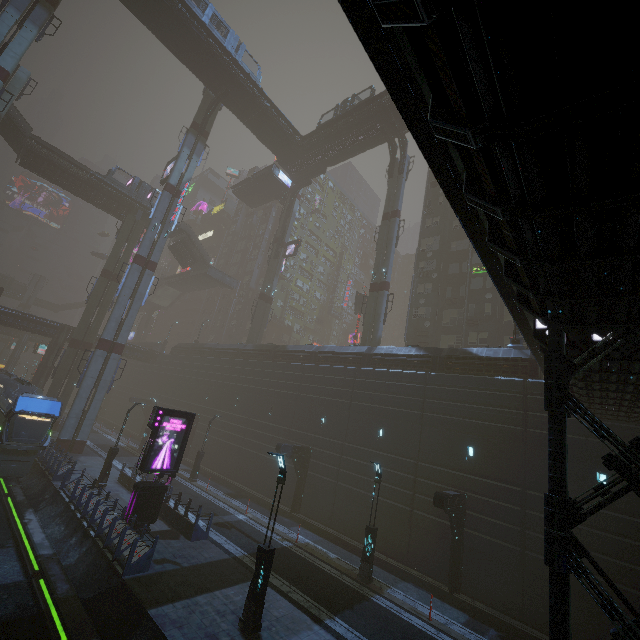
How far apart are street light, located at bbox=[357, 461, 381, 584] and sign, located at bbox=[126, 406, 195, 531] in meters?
10.2

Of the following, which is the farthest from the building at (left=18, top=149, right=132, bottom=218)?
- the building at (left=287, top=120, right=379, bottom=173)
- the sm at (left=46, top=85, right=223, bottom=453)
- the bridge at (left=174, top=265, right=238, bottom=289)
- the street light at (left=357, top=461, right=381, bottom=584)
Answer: the building at (left=287, top=120, right=379, bottom=173)

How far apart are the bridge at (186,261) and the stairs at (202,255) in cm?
1

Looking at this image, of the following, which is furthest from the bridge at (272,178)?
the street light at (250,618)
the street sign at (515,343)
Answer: the street light at (250,618)

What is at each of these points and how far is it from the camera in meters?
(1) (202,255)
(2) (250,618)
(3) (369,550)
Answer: (1) stairs, 50.6 m
(2) street light, 10.8 m
(3) street light, 16.7 m

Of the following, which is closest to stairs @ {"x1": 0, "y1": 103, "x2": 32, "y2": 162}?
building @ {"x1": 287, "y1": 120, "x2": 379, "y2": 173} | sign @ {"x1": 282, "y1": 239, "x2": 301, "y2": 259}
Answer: building @ {"x1": 287, "y1": 120, "x2": 379, "y2": 173}

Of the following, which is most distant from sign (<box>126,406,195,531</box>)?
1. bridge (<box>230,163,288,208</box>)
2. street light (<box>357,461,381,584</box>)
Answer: bridge (<box>230,163,288,208</box>)

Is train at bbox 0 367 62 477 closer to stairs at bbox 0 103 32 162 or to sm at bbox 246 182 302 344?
sm at bbox 246 182 302 344
